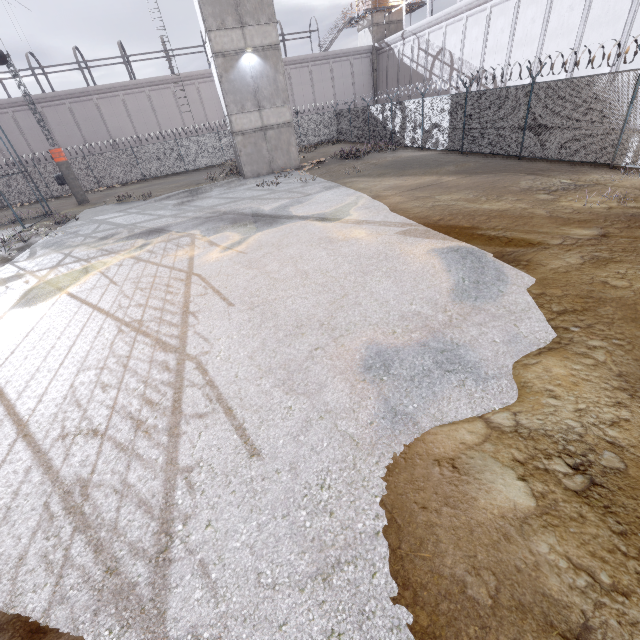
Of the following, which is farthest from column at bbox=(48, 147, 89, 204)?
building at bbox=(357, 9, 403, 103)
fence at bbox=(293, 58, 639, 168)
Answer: building at bbox=(357, 9, 403, 103)

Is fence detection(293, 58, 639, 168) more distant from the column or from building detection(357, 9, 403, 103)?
building detection(357, 9, 403, 103)

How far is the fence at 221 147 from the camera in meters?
29.1 m

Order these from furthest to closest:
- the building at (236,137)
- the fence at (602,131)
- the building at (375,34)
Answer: the building at (375,34) < the building at (236,137) < the fence at (602,131)

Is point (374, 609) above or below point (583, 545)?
below

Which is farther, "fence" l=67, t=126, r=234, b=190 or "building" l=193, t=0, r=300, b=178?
"fence" l=67, t=126, r=234, b=190

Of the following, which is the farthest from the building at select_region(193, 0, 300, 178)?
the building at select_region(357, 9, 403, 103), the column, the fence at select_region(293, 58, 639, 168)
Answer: the building at select_region(357, 9, 403, 103)

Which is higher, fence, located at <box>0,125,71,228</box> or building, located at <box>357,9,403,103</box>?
building, located at <box>357,9,403,103</box>
